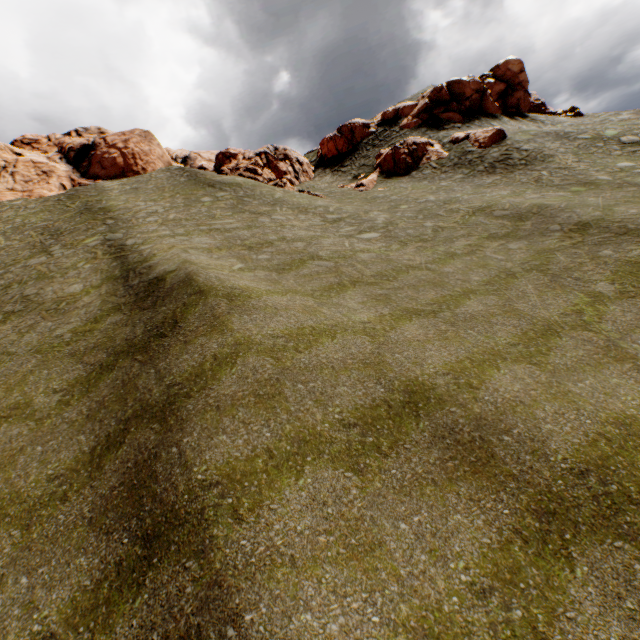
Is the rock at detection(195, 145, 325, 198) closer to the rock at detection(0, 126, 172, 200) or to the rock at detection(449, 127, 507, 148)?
the rock at detection(449, 127, 507, 148)

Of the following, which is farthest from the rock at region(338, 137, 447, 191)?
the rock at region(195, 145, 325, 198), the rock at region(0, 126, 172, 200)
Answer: the rock at region(0, 126, 172, 200)

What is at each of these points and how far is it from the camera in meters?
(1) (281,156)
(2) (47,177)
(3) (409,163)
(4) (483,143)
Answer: (1) rock, 40.4 m
(2) rock, 30.7 m
(3) rock, 33.0 m
(4) rock, 30.2 m

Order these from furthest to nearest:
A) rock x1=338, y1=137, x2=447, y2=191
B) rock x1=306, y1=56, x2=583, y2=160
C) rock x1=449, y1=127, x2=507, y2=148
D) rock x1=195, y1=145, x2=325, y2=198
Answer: rock x1=306, y1=56, x2=583, y2=160 → rock x1=338, y1=137, x2=447, y2=191 → rock x1=195, y1=145, x2=325, y2=198 → rock x1=449, y1=127, x2=507, y2=148

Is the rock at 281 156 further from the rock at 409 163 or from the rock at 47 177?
the rock at 47 177

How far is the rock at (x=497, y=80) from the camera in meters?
37.4 m
